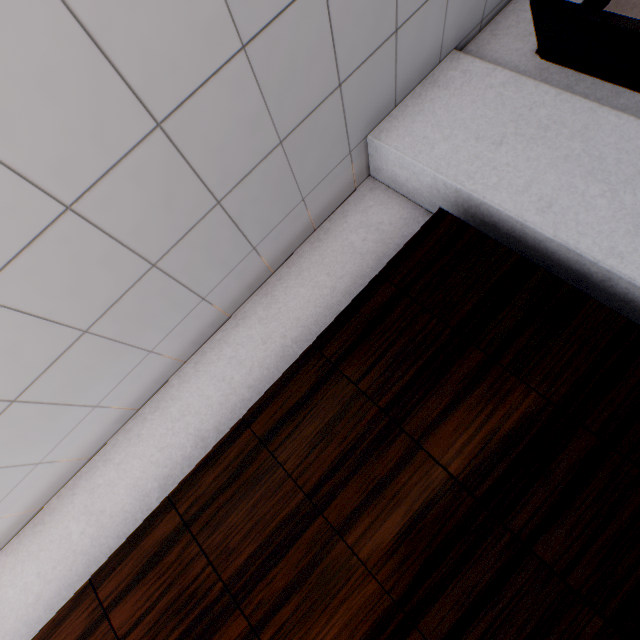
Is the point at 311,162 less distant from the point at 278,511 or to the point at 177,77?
the point at 177,77
